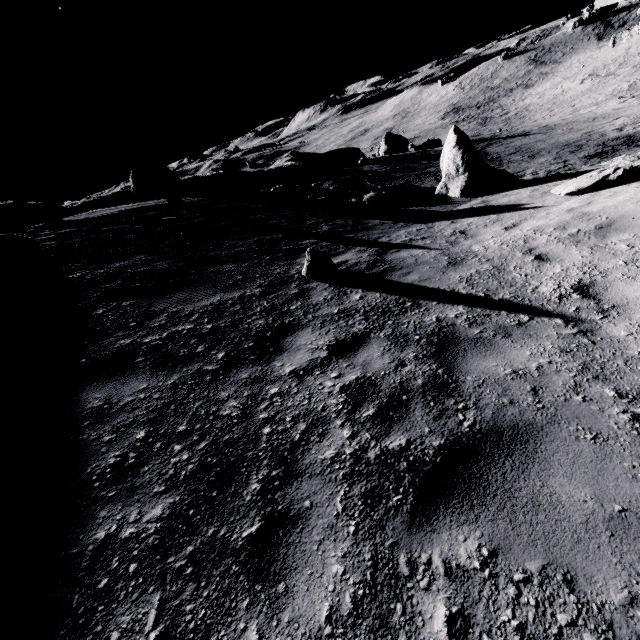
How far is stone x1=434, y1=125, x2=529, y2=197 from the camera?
12.72m

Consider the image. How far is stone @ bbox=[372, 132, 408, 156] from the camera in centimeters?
3944cm

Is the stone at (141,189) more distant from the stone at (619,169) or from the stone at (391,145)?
the stone at (619,169)

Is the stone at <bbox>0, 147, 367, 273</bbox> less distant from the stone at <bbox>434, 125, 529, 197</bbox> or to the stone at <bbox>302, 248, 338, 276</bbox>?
the stone at <bbox>434, 125, 529, 197</bbox>

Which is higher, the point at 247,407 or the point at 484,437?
the point at 247,407

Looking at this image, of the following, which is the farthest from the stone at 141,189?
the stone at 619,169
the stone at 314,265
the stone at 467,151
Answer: the stone at 619,169

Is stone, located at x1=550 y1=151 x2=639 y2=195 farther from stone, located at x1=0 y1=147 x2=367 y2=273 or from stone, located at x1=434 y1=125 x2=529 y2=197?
stone, located at x1=0 y1=147 x2=367 y2=273
